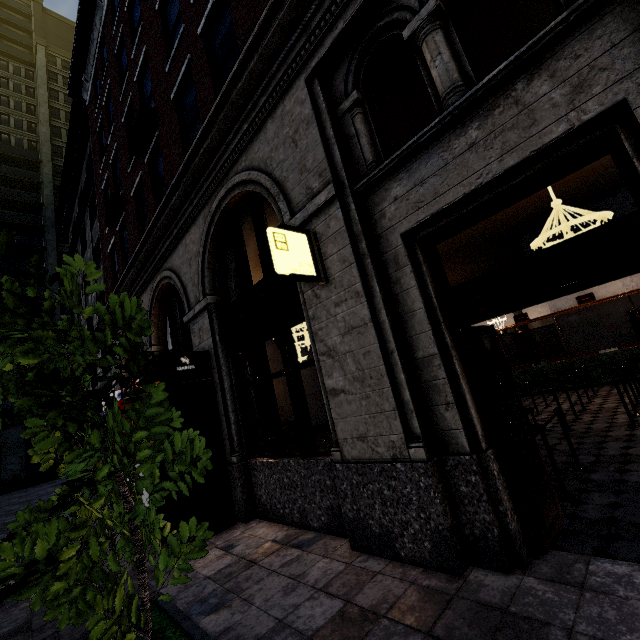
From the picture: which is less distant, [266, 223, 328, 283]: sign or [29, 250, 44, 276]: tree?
[29, 250, 44, 276]: tree

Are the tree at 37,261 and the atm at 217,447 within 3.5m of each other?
no

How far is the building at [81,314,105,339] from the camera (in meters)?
13.78

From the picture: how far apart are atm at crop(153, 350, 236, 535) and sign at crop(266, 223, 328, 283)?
3.46m

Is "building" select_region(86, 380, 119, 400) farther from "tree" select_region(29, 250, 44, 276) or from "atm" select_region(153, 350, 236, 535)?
"tree" select_region(29, 250, 44, 276)

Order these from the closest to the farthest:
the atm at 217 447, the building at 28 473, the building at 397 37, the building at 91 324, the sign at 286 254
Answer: the building at 397 37 → the sign at 286 254 → the atm at 217 447 → the building at 91 324 → the building at 28 473

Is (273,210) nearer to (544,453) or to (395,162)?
(395,162)

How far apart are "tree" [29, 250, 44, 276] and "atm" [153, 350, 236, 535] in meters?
4.0
